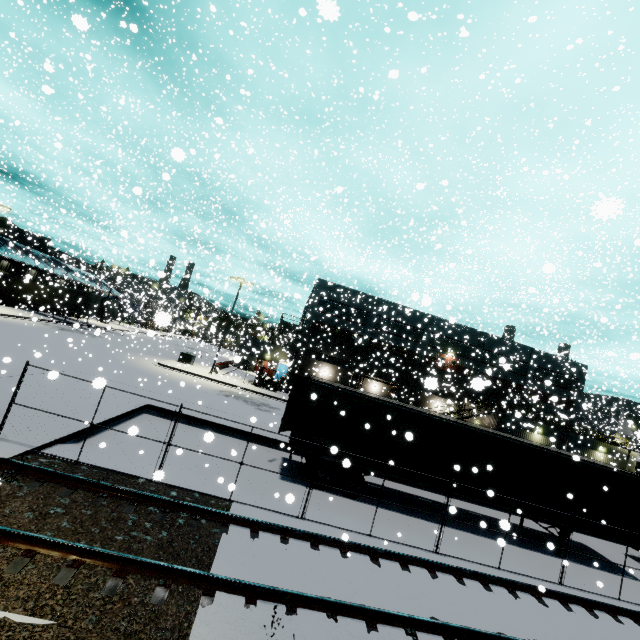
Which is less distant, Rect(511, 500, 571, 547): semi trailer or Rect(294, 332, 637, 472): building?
Rect(511, 500, 571, 547): semi trailer

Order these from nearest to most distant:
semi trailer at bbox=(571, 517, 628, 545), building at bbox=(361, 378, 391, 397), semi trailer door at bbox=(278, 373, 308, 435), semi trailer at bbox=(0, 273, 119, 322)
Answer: semi trailer at bbox=(571, 517, 628, 545), semi trailer door at bbox=(278, 373, 308, 435), semi trailer at bbox=(0, 273, 119, 322), building at bbox=(361, 378, 391, 397)

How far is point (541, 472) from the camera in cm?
1320

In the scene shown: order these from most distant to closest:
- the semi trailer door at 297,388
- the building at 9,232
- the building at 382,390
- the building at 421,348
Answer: the building at 382,390, the building at 421,348, the building at 9,232, the semi trailer door at 297,388

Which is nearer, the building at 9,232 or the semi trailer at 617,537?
the semi trailer at 617,537

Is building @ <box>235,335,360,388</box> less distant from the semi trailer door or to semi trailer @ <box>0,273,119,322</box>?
semi trailer @ <box>0,273,119,322</box>

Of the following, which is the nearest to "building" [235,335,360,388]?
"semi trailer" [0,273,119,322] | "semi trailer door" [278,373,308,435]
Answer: "semi trailer" [0,273,119,322]
